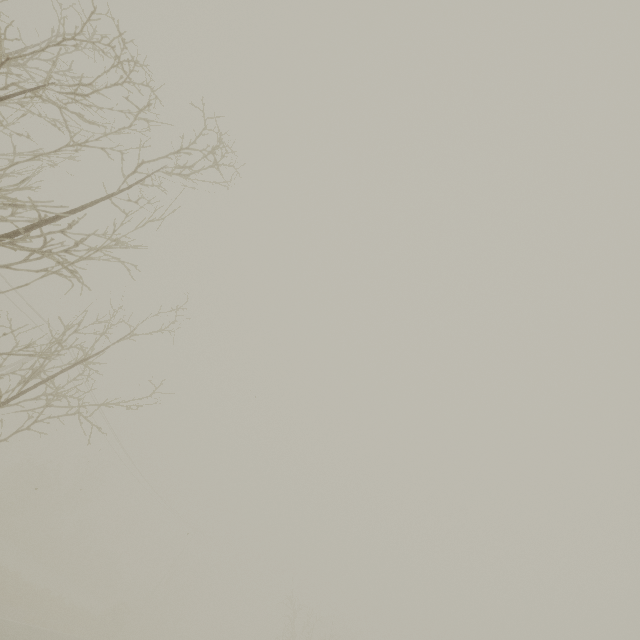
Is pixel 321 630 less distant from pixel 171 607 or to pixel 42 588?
pixel 171 607
